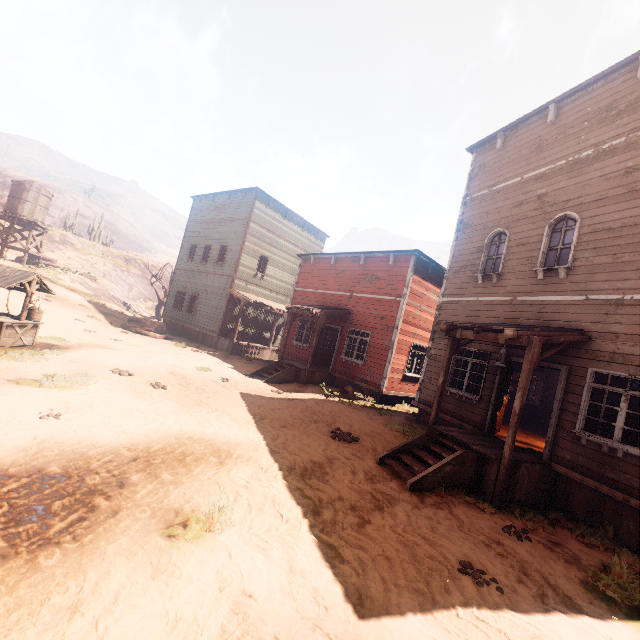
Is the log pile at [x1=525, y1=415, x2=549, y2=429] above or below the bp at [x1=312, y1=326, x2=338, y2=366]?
below

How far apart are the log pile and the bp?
9.4 meters

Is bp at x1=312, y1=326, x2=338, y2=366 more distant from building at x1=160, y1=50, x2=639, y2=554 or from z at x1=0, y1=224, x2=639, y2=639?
z at x1=0, y1=224, x2=639, y2=639

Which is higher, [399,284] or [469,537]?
[399,284]

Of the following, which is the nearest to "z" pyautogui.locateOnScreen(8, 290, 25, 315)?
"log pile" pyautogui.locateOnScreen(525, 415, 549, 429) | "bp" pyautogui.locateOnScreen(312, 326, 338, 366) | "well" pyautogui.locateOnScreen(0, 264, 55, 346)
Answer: "well" pyautogui.locateOnScreen(0, 264, 55, 346)

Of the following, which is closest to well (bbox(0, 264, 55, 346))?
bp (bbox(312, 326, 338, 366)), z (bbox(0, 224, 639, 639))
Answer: z (bbox(0, 224, 639, 639))

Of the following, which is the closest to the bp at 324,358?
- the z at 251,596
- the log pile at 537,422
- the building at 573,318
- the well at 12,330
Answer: the building at 573,318

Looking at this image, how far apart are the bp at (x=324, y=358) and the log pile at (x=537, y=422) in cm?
944
